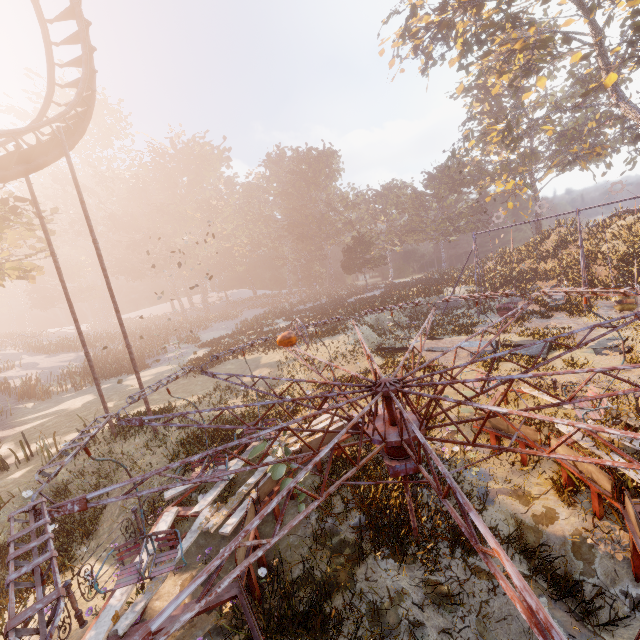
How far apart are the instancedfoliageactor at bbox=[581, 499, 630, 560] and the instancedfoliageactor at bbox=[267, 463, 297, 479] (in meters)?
5.43

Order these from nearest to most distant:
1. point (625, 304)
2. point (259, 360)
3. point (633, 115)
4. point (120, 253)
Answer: point (625, 304), point (259, 360), point (633, 115), point (120, 253)

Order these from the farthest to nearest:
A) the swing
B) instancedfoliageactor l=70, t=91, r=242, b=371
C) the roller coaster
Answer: instancedfoliageactor l=70, t=91, r=242, b=371
the swing
the roller coaster

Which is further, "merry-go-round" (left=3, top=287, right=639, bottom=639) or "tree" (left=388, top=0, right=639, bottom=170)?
"tree" (left=388, top=0, right=639, bottom=170)

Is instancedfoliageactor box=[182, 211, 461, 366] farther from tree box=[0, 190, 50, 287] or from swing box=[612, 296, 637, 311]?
tree box=[0, 190, 50, 287]

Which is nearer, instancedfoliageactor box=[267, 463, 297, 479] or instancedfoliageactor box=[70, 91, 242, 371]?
instancedfoliageactor box=[267, 463, 297, 479]

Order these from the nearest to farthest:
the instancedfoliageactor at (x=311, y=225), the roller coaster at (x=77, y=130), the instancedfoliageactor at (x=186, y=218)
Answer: the roller coaster at (x=77, y=130)
the instancedfoliageactor at (x=311, y=225)
the instancedfoliageactor at (x=186, y=218)

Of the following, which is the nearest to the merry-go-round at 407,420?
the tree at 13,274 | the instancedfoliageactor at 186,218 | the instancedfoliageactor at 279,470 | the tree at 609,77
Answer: the instancedfoliageactor at 279,470
